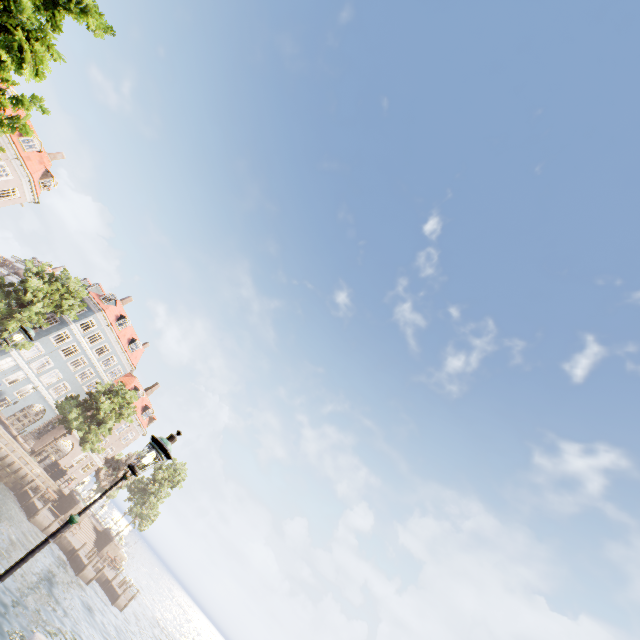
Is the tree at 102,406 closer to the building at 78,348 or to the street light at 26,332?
the building at 78,348

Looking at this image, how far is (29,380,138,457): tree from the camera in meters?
32.3 m

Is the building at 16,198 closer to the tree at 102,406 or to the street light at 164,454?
the tree at 102,406

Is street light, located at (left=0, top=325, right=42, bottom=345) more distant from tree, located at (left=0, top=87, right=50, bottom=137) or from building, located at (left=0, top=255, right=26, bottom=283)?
building, located at (left=0, top=255, right=26, bottom=283)

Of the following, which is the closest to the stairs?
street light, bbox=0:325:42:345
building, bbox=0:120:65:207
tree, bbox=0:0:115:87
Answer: building, bbox=0:120:65:207

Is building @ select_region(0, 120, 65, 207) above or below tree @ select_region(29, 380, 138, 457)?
above

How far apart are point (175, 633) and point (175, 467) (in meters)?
33.64

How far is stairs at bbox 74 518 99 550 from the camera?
35.0m
